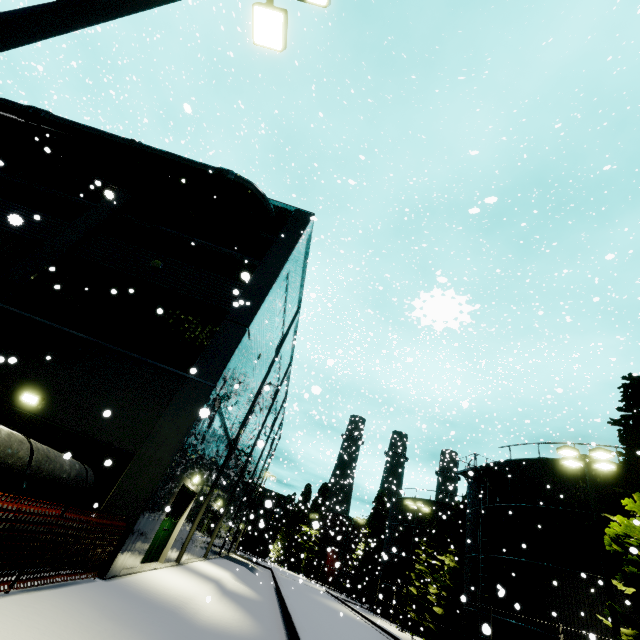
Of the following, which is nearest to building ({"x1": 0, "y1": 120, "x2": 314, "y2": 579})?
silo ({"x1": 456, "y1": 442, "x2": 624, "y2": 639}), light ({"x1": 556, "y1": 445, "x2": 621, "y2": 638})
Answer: silo ({"x1": 456, "y1": 442, "x2": 624, "y2": 639})

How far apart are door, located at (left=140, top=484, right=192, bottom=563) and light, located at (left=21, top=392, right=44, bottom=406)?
4.9 meters

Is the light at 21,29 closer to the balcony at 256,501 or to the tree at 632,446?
the tree at 632,446

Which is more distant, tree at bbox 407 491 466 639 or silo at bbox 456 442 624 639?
tree at bbox 407 491 466 639

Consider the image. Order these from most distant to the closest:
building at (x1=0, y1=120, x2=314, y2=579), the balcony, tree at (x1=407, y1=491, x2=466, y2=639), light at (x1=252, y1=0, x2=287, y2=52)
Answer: tree at (x1=407, y1=491, x2=466, y2=639) < the balcony < building at (x1=0, y1=120, x2=314, y2=579) < light at (x1=252, y1=0, x2=287, y2=52)

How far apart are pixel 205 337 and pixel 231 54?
8.8 meters

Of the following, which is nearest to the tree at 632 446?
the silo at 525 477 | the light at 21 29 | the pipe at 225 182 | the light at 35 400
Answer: the silo at 525 477

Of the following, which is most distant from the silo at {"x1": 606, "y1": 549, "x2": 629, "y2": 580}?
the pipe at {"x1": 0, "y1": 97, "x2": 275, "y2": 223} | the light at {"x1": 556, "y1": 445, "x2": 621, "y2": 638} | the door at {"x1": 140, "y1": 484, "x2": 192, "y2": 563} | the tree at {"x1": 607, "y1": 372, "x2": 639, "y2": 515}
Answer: the door at {"x1": 140, "y1": 484, "x2": 192, "y2": 563}
